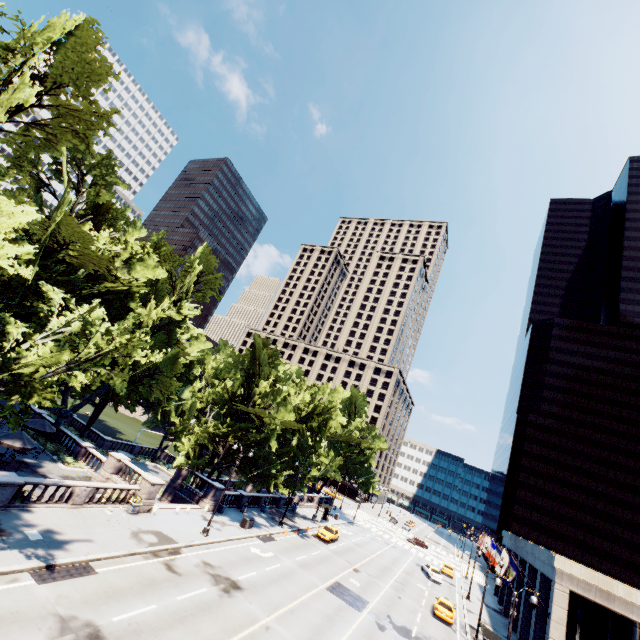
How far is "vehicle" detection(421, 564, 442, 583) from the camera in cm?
4471

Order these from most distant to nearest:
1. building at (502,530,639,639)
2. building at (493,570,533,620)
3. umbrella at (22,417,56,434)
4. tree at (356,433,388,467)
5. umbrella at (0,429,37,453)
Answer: tree at (356,433,388,467), building at (493,570,533,620), umbrella at (22,417,56,434), building at (502,530,639,639), umbrella at (0,429,37,453)

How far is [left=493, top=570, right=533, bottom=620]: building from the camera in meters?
39.4

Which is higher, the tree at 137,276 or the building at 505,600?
the tree at 137,276

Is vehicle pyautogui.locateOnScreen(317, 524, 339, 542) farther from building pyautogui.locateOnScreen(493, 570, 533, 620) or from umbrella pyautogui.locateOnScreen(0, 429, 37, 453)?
umbrella pyautogui.locateOnScreen(0, 429, 37, 453)

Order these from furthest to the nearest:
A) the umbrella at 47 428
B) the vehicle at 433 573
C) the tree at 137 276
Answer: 1. the vehicle at 433 573
2. the umbrella at 47 428
3. the tree at 137 276

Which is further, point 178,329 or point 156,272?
point 178,329

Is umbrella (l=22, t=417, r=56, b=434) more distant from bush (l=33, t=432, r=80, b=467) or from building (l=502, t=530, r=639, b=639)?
building (l=502, t=530, r=639, b=639)
